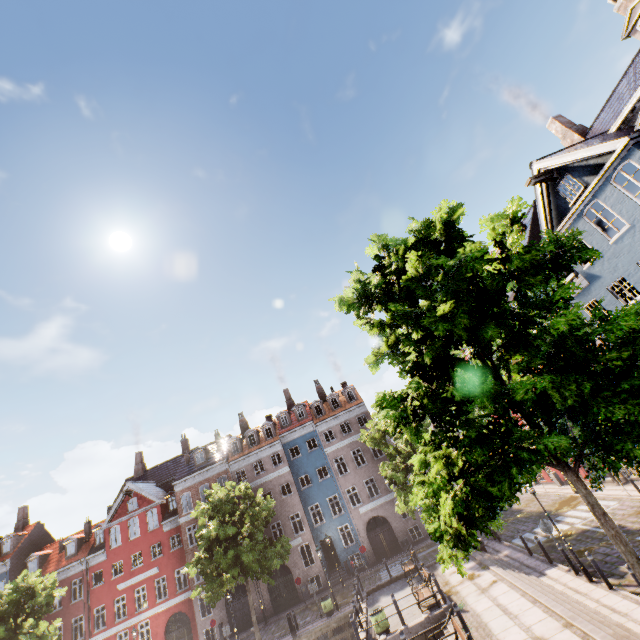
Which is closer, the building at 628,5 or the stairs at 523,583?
the stairs at 523,583

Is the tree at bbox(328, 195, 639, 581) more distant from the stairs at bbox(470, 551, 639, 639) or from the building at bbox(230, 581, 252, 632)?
the building at bbox(230, 581, 252, 632)

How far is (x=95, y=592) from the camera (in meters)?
30.78

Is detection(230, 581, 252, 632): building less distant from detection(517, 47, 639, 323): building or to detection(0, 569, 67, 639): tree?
detection(0, 569, 67, 639): tree

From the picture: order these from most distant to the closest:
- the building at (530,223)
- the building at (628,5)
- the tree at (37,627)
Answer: the tree at (37,627)
the building at (530,223)
the building at (628,5)

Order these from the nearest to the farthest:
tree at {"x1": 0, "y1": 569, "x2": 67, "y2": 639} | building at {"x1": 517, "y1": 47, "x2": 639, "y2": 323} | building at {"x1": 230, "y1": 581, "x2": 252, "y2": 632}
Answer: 1. building at {"x1": 517, "y1": 47, "x2": 639, "y2": 323}
2. tree at {"x1": 0, "y1": 569, "x2": 67, "y2": 639}
3. building at {"x1": 230, "y1": 581, "x2": 252, "y2": 632}

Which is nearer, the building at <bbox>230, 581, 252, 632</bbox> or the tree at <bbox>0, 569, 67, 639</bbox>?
the tree at <bbox>0, 569, 67, 639</bbox>

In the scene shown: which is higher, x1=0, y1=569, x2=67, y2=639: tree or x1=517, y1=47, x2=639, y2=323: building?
x1=517, y1=47, x2=639, y2=323: building
